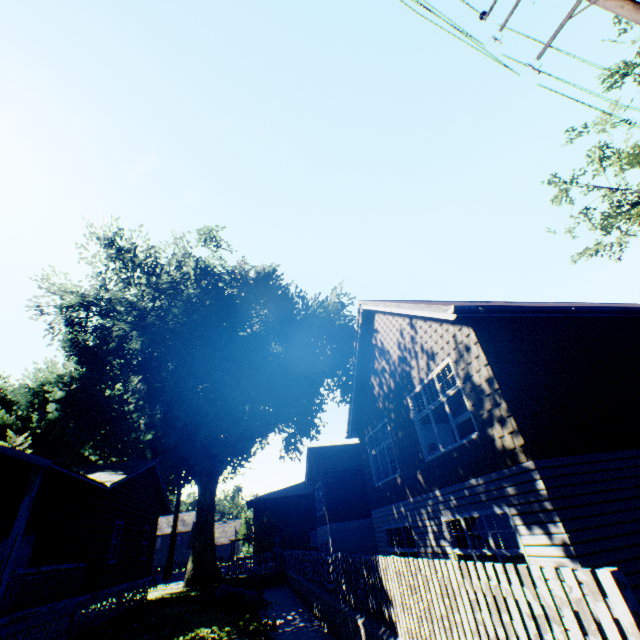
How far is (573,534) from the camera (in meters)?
5.44

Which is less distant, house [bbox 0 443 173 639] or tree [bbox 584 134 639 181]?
house [bbox 0 443 173 639]

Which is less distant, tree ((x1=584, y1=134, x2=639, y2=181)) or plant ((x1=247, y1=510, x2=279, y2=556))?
tree ((x1=584, y1=134, x2=639, y2=181))

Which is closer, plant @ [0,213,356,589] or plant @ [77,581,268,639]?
plant @ [77,581,268,639]

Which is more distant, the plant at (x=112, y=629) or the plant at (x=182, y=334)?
the plant at (x=182, y=334)

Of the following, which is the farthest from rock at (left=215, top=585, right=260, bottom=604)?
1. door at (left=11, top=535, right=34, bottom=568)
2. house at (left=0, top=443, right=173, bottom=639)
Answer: door at (left=11, top=535, right=34, bottom=568)

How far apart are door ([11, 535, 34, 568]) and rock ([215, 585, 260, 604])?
7.99m

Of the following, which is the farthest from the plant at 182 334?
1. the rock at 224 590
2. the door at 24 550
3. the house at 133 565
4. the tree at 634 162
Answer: the rock at 224 590
